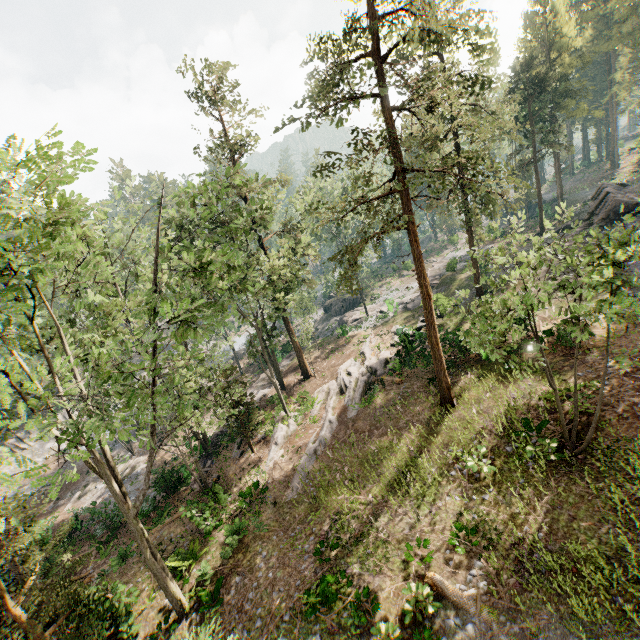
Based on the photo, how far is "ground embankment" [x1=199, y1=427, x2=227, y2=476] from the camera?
23.70m

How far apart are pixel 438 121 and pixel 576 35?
62.75m

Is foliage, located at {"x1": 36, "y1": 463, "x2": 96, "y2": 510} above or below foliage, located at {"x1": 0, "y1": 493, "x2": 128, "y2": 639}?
below

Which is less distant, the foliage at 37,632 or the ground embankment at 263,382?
the foliage at 37,632

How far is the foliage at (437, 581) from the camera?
10.55m

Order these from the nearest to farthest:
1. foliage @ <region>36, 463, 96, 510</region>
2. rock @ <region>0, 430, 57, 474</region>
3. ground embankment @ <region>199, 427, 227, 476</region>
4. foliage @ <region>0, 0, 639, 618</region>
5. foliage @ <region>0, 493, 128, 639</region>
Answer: foliage @ <region>36, 463, 96, 510</region> < foliage @ <region>0, 0, 639, 618</region> < foliage @ <region>0, 493, 128, 639</region> < ground embankment @ <region>199, 427, 227, 476</region> < rock @ <region>0, 430, 57, 474</region>

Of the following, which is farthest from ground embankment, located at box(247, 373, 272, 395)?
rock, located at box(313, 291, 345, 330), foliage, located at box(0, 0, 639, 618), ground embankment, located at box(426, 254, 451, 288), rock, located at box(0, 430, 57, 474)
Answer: rock, located at box(0, 430, 57, 474)

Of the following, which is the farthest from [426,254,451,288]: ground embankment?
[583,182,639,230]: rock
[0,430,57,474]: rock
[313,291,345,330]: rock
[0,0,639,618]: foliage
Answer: [0,430,57,474]: rock
